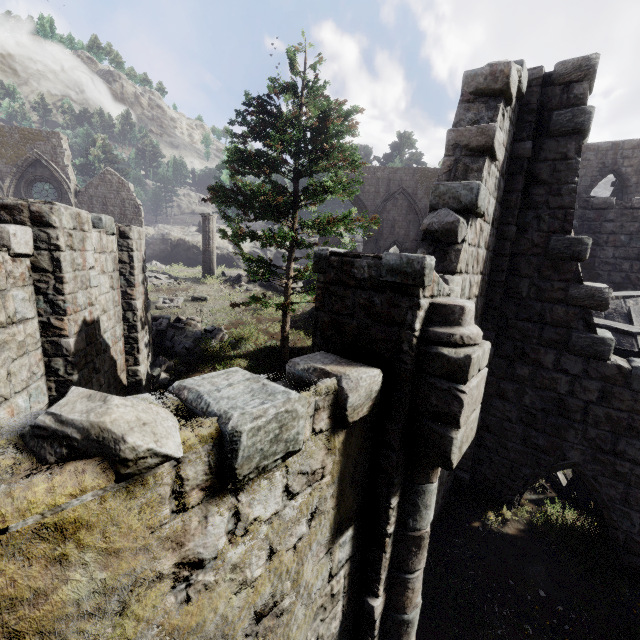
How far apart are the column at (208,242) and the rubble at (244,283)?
1.8m

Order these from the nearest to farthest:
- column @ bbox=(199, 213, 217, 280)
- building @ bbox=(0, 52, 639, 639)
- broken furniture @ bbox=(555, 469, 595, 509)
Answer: building @ bbox=(0, 52, 639, 639)
broken furniture @ bbox=(555, 469, 595, 509)
column @ bbox=(199, 213, 217, 280)

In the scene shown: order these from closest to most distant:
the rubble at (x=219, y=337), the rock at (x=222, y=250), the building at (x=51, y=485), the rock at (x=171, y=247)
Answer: the building at (x=51, y=485) → the rubble at (x=219, y=337) → the rock at (x=171, y=247) → the rock at (x=222, y=250)

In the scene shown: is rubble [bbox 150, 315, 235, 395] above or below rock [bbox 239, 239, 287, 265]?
below

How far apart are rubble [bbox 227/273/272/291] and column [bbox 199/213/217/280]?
1.84m

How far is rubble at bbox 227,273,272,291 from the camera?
22.55m

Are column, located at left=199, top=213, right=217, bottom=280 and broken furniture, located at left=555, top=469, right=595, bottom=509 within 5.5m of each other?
no

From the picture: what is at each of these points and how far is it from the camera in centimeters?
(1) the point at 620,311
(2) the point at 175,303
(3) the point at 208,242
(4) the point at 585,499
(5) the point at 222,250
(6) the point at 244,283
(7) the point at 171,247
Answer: (1) wooden plank rubble, 897cm
(2) building, 1945cm
(3) column, 2394cm
(4) broken furniture, 801cm
(5) rock, 3662cm
(6) rubble, 2294cm
(7) rock, 3578cm
